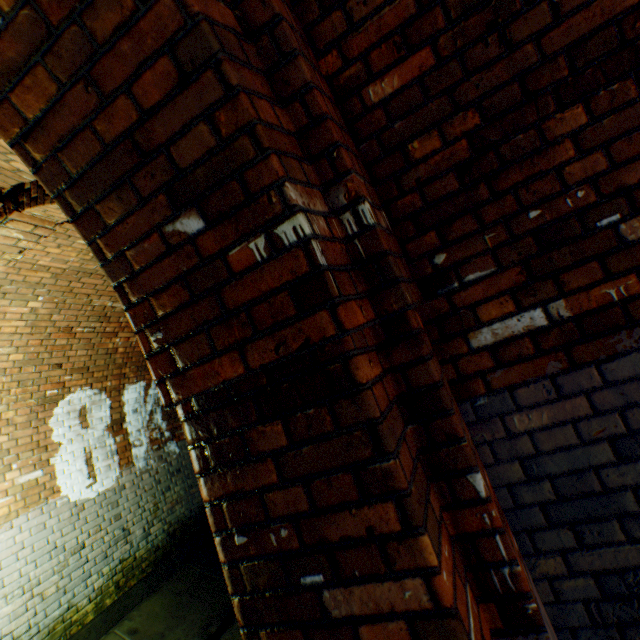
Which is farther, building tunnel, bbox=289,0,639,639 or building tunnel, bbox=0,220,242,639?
building tunnel, bbox=0,220,242,639

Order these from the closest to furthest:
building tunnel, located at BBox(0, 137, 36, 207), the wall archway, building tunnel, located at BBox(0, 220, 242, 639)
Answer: the wall archway, building tunnel, located at BBox(0, 137, 36, 207), building tunnel, located at BBox(0, 220, 242, 639)

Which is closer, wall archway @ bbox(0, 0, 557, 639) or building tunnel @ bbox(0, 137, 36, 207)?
wall archway @ bbox(0, 0, 557, 639)

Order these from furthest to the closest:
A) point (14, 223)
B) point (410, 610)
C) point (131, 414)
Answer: point (131, 414) → point (14, 223) → point (410, 610)

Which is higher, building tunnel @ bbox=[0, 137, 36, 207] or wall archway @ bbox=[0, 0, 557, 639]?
building tunnel @ bbox=[0, 137, 36, 207]

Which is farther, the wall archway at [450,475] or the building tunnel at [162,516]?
the building tunnel at [162,516]

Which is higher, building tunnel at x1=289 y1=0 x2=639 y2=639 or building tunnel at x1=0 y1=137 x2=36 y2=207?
building tunnel at x1=0 y1=137 x2=36 y2=207

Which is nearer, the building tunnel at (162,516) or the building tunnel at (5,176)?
the building tunnel at (5,176)
